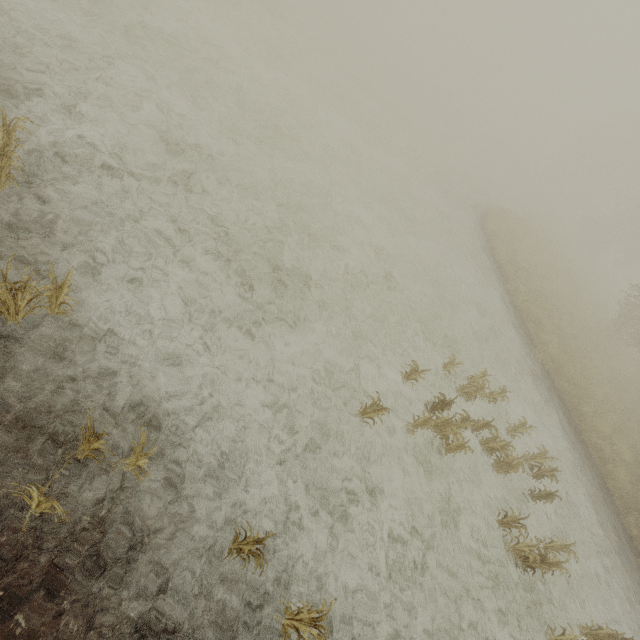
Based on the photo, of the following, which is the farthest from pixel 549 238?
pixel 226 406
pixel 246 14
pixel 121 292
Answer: pixel 121 292
